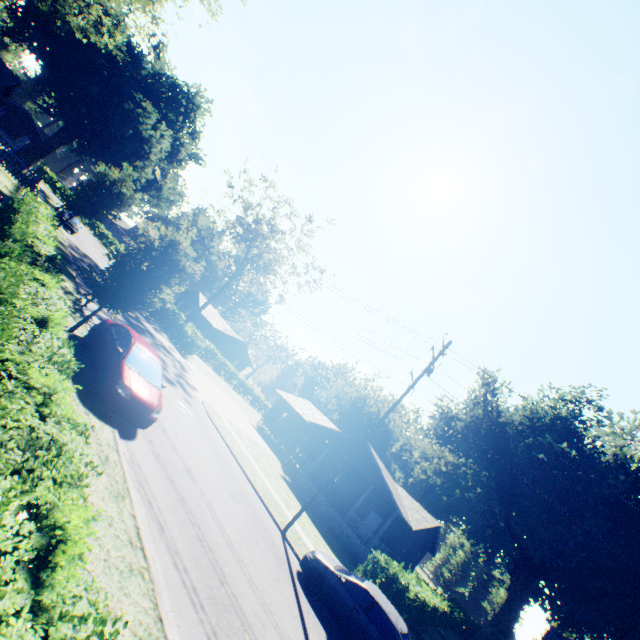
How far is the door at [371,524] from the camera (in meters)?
27.53

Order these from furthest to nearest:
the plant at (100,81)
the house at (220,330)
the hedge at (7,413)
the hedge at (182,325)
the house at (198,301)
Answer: the house at (220,330) < the house at (198,301) < the hedge at (182,325) < the plant at (100,81) < the hedge at (7,413)

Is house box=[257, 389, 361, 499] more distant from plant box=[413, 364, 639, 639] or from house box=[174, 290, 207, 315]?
house box=[174, 290, 207, 315]

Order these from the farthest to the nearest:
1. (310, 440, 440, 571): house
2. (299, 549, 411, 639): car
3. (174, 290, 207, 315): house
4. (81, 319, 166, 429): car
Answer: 1. (174, 290, 207, 315): house
2. (310, 440, 440, 571): house
3. (299, 549, 411, 639): car
4. (81, 319, 166, 429): car

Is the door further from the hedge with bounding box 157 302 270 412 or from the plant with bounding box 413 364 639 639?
the plant with bounding box 413 364 639 639

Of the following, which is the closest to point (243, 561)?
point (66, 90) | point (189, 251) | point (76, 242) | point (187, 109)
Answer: point (189, 251)

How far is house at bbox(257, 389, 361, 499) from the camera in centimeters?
2792cm

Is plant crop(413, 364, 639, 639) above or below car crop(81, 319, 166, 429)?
above
